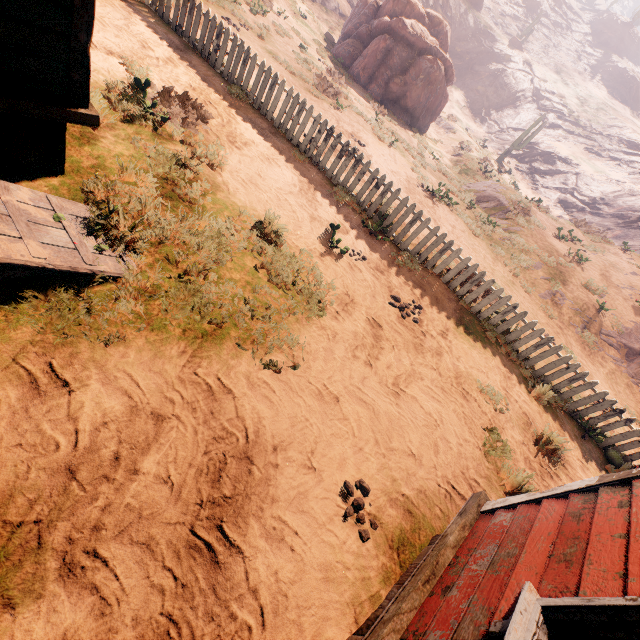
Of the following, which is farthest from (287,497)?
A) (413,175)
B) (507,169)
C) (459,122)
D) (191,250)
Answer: (459,122)

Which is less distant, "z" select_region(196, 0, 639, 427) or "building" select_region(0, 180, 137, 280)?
"building" select_region(0, 180, 137, 280)

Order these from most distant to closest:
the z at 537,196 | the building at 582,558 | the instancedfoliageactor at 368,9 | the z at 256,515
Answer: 1. the instancedfoliageactor at 368,9
2. the z at 537,196
3. the z at 256,515
4. the building at 582,558

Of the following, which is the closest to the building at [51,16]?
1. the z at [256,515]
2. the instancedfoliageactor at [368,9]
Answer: the z at [256,515]

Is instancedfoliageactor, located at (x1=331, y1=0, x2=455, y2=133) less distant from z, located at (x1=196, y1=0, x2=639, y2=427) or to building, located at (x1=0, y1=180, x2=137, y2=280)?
z, located at (x1=196, y1=0, x2=639, y2=427)

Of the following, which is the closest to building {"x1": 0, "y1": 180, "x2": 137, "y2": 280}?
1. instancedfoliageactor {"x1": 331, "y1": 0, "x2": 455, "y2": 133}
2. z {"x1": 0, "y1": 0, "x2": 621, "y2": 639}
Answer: z {"x1": 0, "y1": 0, "x2": 621, "y2": 639}
